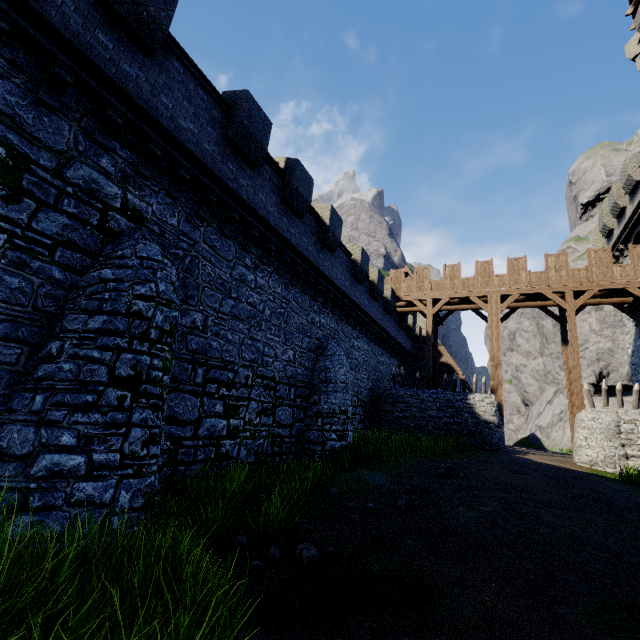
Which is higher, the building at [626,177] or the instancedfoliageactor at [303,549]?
the building at [626,177]

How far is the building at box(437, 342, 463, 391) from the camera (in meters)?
30.20

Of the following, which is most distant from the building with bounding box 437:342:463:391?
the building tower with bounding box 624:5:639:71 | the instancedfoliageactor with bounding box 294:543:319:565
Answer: the instancedfoliageactor with bounding box 294:543:319:565

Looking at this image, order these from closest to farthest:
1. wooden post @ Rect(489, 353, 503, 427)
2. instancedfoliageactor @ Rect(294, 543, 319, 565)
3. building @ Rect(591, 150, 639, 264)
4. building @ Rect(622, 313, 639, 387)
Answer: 1. instancedfoliageactor @ Rect(294, 543, 319, 565)
2. building @ Rect(591, 150, 639, 264)
3. wooden post @ Rect(489, 353, 503, 427)
4. building @ Rect(622, 313, 639, 387)

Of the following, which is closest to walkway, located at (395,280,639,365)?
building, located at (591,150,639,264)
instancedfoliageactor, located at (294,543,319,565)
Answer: building, located at (591,150,639,264)

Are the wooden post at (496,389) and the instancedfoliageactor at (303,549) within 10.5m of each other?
no

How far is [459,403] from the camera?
19.4 meters

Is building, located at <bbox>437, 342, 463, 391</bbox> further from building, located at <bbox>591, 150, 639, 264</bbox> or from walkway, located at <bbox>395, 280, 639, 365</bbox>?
building, located at <bbox>591, 150, 639, 264</bbox>
